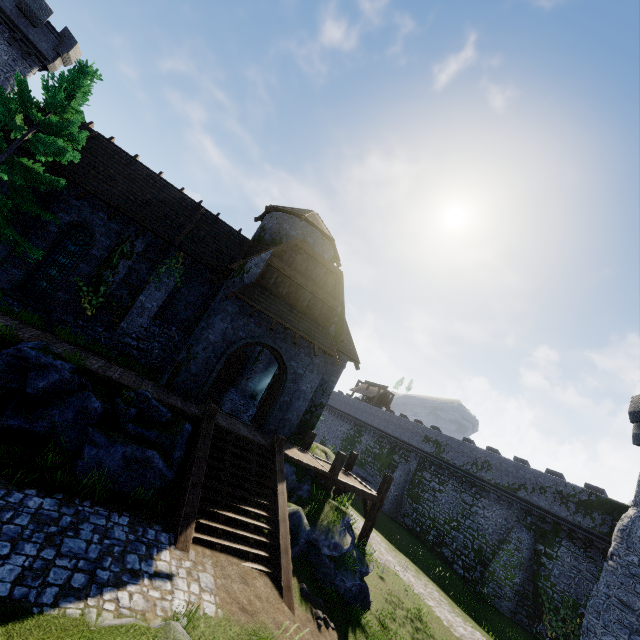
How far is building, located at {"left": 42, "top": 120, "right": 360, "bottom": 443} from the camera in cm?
1432

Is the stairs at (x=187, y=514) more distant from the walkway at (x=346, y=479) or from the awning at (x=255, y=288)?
the awning at (x=255, y=288)

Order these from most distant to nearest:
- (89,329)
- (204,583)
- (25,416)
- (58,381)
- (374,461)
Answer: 1. (374,461)
2. (89,329)
3. (58,381)
4. (25,416)
5. (204,583)

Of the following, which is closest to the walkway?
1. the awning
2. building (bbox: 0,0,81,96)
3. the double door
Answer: the double door

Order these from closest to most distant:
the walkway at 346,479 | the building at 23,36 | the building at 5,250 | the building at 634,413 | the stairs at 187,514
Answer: the stairs at 187,514 → the building at 5,250 → the walkway at 346,479 → the building at 634,413 → the building at 23,36

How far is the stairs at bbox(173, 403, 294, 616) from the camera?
8.3 meters

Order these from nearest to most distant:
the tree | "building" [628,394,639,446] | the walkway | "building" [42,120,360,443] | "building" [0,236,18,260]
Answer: the tree, "building" [0,236,18,260], the walkway, "building" [42,120,360,443], "building" [628,394,639,446]

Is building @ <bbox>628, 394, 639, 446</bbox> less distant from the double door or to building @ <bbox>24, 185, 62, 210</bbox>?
Answer: building @ <bbox>24, 185, 62, 210</bbox>
